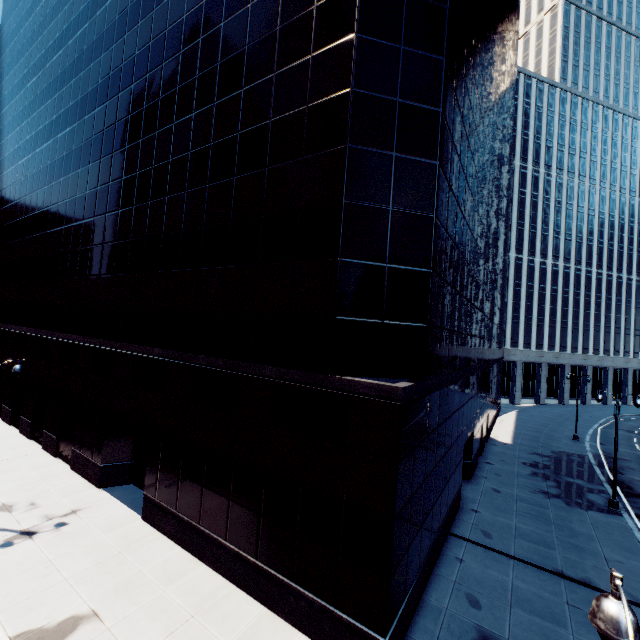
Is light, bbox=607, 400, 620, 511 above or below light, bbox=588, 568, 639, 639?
below

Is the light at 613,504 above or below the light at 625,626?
below

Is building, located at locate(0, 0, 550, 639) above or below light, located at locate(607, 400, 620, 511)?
above

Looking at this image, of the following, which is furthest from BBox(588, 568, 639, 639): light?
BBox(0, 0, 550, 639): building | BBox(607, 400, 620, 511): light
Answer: BBox(607, 400, 620, 511): light

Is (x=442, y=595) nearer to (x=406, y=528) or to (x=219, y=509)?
(x=406, y=528)

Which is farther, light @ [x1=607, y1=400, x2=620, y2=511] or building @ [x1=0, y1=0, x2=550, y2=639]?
light @ [x1=607, y1=400, x2=620, y2=511]

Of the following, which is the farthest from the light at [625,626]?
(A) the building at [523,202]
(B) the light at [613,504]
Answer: (B) the light at [613,504]

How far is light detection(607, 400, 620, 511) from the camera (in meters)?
20.61
